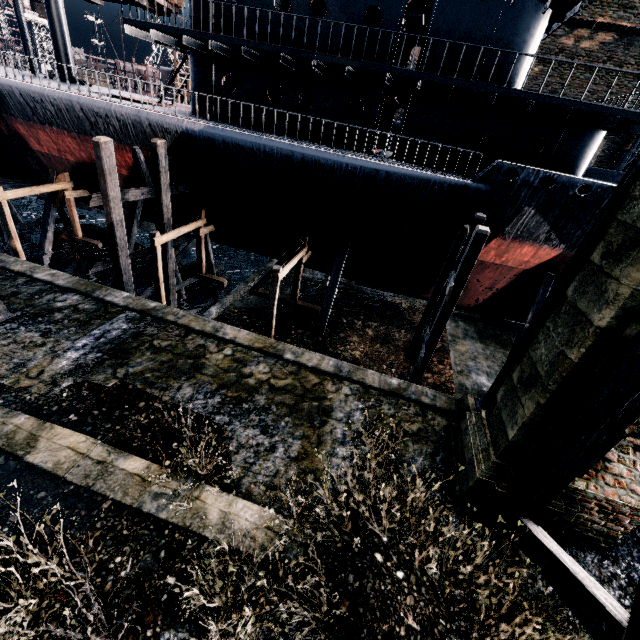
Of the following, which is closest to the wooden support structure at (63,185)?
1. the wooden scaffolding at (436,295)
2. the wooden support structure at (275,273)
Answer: the wooden support structure at (275,273)

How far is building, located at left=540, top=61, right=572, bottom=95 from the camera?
25.28m

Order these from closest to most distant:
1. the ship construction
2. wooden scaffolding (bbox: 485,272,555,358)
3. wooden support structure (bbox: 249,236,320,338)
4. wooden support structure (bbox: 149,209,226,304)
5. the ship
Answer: the ship
wooden support structure (bbox: 249,236,320,338)
wooden support structure (bbox: 149,209,226,304)
wooden scaffolding (bbox: 485,272,555,358)
the ship construction

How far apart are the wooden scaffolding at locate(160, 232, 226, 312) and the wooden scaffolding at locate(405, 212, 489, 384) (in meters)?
13.21

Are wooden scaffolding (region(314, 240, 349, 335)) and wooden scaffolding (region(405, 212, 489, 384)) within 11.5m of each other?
yes

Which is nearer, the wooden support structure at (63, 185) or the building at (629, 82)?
the wooden support structure at (63, 185)

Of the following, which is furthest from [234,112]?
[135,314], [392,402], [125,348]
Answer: [392,402]

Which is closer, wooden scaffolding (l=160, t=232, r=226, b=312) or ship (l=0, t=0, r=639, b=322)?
ship (l=0, t=0, r=639, b=322)
